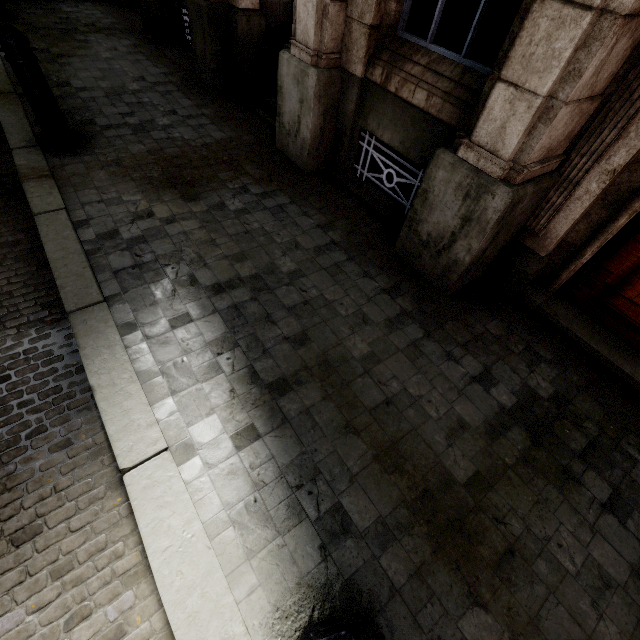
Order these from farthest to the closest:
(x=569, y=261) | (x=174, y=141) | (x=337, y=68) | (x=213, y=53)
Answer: (x=213, y=53), (x=174, y=141), (x=337, y=68), (x=569, y=261)

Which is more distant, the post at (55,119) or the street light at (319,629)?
the post at (55,119)

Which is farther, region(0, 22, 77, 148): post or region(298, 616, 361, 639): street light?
region(0, 22, 77, 148): post
